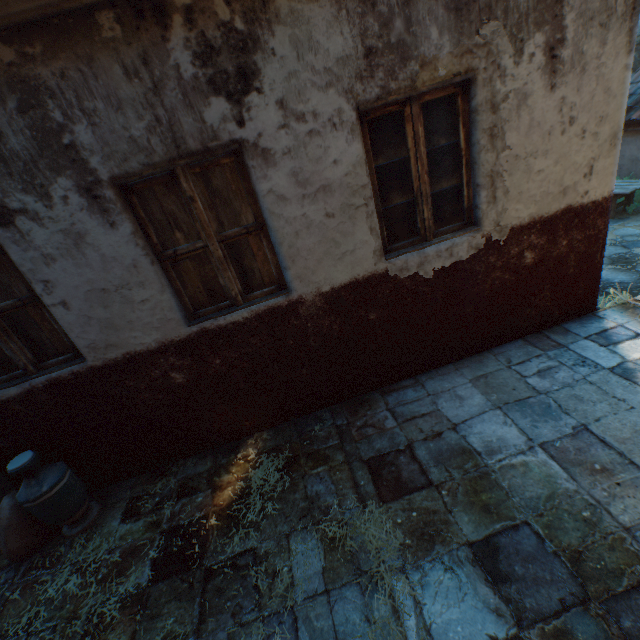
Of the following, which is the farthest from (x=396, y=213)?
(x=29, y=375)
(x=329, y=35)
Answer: (x=29, y=375)

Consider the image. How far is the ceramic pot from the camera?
2.8 meters

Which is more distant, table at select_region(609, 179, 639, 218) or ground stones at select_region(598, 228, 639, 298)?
table at select_region(609, 179, 639, 218)

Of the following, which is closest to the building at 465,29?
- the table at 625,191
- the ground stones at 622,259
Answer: the ground stones at 622,259

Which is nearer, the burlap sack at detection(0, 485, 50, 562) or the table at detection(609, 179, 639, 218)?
the burlap sack at detection(0, 485, 50, 562)

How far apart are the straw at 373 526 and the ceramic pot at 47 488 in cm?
205

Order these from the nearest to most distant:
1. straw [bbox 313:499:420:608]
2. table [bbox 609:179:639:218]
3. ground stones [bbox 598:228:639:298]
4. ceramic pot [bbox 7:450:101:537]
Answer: straw [bbox 313:499:420:608], ceramic pot [bbox 7:450:101:537], ground stones [bbox 598:228:639:298], table [bbox 609:179:639:218]

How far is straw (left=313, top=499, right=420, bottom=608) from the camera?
2.09m
